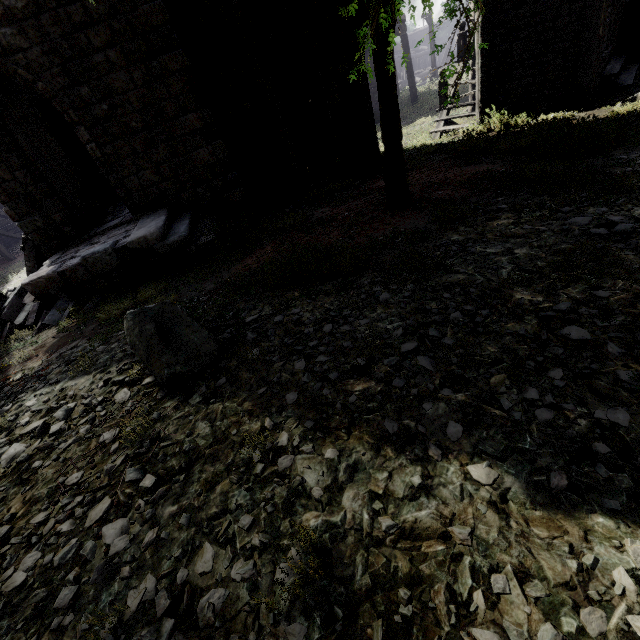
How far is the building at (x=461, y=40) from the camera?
12.85m

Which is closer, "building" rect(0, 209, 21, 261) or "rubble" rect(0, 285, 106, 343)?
"rubble" rect(0, 285, 106, 343)

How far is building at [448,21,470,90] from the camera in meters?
12.9 m

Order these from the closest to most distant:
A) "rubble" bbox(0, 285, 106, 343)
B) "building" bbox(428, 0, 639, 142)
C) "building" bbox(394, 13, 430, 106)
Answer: "rubble" bbox(0, 285, 106, 343), "building" bbox(428, 0, 639, 142), "building" bbox(394, 13, 430, 106)

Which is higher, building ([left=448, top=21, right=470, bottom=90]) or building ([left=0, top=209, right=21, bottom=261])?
building ([left=448, top=21, right=470, bottom=90])

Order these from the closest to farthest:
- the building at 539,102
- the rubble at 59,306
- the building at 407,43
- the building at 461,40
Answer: the rubble at 59,306 → the building at 539,102 → the building at 461,40 → the building at 407,43

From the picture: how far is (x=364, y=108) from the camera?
10.4 meters
